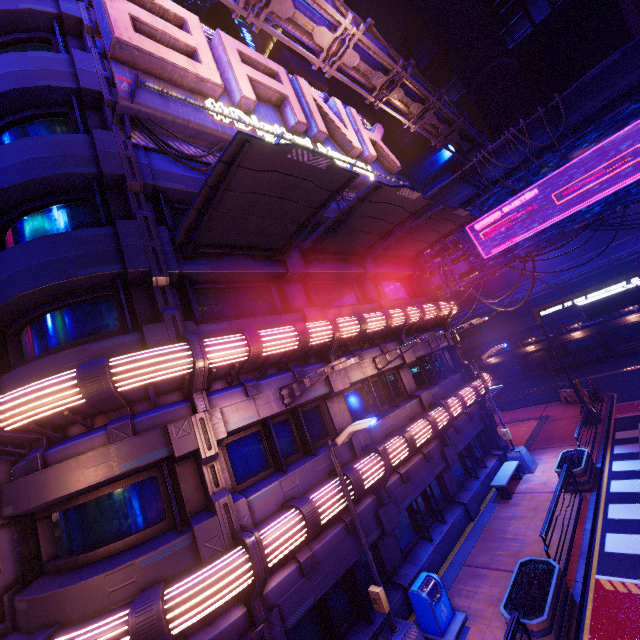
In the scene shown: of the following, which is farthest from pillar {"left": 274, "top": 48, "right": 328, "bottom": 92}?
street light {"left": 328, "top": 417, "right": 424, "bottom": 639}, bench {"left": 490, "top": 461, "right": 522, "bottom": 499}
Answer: bench {"left": 490, "top": 461, "right": 522, "bottom": 499}

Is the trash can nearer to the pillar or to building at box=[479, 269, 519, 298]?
the pillar

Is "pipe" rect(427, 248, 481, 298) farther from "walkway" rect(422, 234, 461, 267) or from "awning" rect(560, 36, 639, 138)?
"awning" rect(560, 36, 639, 138)

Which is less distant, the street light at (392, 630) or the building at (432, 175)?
the street light at (392, 630)

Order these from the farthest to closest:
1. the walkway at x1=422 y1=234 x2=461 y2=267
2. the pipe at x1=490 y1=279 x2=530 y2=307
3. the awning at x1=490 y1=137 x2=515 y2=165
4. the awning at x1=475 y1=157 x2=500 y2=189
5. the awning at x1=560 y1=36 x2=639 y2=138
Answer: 1. the pipe at x1=490 y1=279 x2=530 y2=307
2. the walkway at x1=422 y1=234 x2=461 y2=267
3. the awning at x1=475 y1=157 x2=500 y2=189
4. the awning at x1=490 y1=137 x2=515 y2=165
5. the awning at x1=560 y1=36 x2=639 y2=138

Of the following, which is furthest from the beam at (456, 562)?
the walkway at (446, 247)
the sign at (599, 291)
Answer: the walkway at (446, 247)

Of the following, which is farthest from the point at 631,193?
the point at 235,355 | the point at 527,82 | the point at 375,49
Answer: the point at 527,82

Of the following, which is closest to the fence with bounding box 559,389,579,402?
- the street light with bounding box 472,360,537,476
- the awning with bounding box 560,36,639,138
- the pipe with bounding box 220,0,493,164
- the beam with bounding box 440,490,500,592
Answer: the beam with bounding box 440,490,500,592
